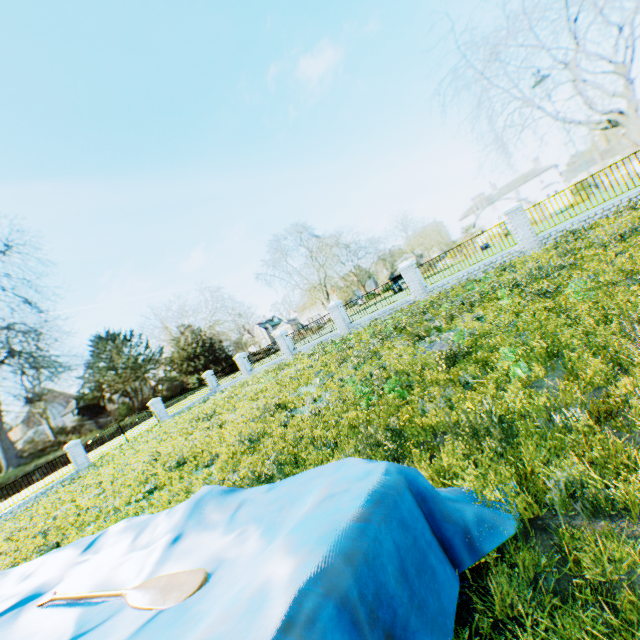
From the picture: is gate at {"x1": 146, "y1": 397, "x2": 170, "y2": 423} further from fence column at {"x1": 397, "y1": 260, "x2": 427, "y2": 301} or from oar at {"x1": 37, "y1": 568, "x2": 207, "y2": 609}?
oar at {"x1": 37, "y1": 568, "x2": 207, "y2": 609}

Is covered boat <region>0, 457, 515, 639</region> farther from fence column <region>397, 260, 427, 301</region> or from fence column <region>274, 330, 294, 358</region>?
fence column <region>274, 330, 294, 358</region>

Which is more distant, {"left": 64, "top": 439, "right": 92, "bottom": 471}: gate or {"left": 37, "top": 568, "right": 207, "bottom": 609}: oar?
{"left": 64, "top": 439, "right": 92, "bottom": 471}: gate

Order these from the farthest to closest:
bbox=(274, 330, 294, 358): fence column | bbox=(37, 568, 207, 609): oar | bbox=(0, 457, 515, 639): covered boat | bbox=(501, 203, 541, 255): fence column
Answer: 1. bbox=(274, 330, 294, 358): fence column
2. bbox=(501, 203, 541, 255): fence column
3. bbox=(37, 568, 207, 609): oar
4. bbox=(0, 457, 515, 639): covered boat

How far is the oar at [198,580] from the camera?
1.9 meters

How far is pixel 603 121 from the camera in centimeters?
4272cm

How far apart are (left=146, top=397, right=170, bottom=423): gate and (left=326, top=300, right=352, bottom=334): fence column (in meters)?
16.76

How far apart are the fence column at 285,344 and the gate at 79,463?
15.10m
